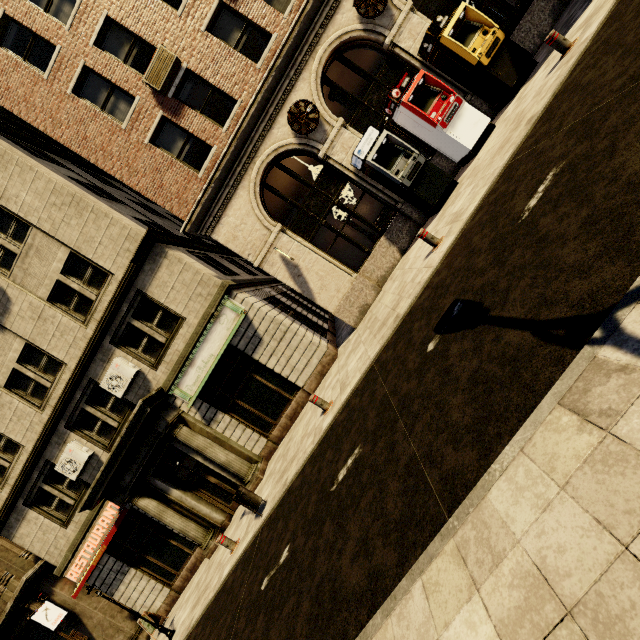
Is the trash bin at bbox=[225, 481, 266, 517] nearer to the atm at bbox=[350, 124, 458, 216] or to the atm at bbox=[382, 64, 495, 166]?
the atm at bbox=[350, 124, 458, 216]

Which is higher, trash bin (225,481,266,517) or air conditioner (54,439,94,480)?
air conditioner (54,439,94,480)

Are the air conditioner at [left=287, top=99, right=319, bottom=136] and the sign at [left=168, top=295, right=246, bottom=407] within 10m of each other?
yes

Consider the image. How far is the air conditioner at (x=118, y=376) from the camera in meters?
11.8

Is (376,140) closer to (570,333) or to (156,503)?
(570,333)

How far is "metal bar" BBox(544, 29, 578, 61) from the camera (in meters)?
7.01

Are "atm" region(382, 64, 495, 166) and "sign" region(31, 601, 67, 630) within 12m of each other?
no

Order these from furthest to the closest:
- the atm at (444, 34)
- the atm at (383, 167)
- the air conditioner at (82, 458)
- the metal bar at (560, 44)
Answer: the air conditioner at (82, 458) → the atm at (383, 167) → the atm at (444, 34) → the metal bar at (560, 44)
